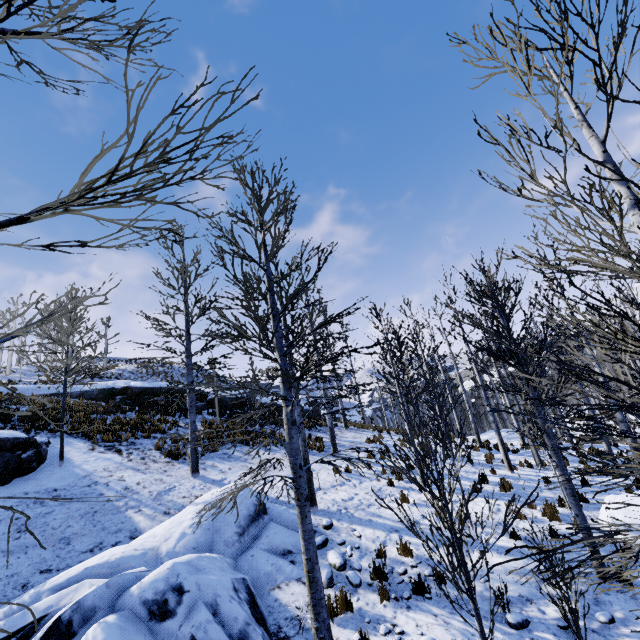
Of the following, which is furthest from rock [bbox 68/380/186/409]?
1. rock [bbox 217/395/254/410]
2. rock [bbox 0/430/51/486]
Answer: rock [bbox 0/430/51/486]

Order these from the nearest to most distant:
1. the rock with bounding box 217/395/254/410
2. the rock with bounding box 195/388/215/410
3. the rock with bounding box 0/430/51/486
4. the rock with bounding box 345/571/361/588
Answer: the rock with bounding box 345/571/361/588 → the rock with bounding box 0/430/51/486 → the rock with bounding box 195/388/215/410 → the rock with bounding box 217/395/254/410

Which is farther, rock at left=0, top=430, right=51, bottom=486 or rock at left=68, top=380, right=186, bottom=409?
rock at left=68, top=380, right=186, bottom=409

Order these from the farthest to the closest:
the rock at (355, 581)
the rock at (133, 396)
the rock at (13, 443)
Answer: the rock at (133, 396), the rock at (13, 443), the rock at (355, 581)

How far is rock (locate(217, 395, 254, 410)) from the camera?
23.9 meters

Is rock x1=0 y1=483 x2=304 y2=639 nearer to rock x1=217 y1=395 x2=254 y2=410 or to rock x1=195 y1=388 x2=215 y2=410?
rock x1=195 y1=388 x2=215 y2=410

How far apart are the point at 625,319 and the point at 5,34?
4.2m

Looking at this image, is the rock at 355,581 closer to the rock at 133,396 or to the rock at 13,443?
the rock at 13,443
